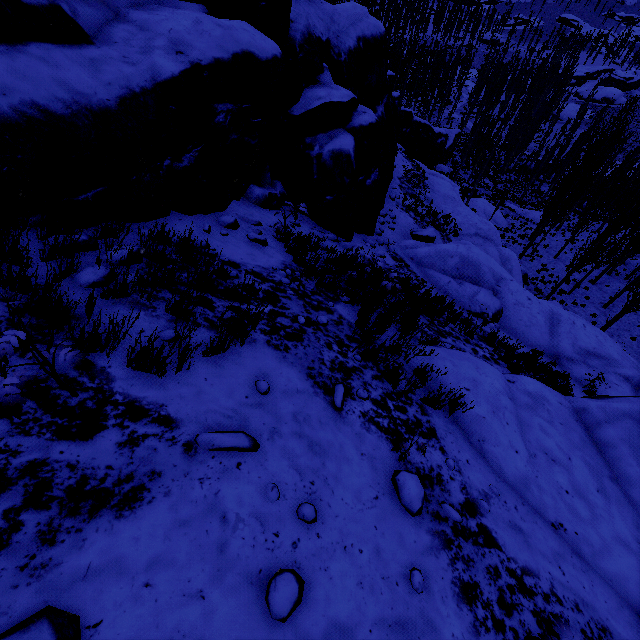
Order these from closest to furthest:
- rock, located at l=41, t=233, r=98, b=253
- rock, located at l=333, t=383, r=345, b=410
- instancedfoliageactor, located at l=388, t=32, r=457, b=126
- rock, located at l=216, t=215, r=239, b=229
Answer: rock, located at l=41, t=233, r=98, b=253 < rock, located at l=333, t=383, r=345, b=410 < rock, located at l=216, t=215, r=239, b=229 < instancedfoliageactor, located at l=388, t=32, r=457, b=126

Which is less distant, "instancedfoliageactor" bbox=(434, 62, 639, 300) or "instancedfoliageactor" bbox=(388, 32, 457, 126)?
"instancedfoliageactor" bbox=(434, 62, 639, 300)

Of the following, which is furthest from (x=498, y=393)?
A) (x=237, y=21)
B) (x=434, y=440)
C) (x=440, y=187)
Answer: (x=440, y=187)

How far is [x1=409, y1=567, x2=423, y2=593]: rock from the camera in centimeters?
273cm

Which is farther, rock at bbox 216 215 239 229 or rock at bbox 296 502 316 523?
rock at bbox 216 215 239 229

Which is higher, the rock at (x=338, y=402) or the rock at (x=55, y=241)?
the rock at (x=55, y=241)
